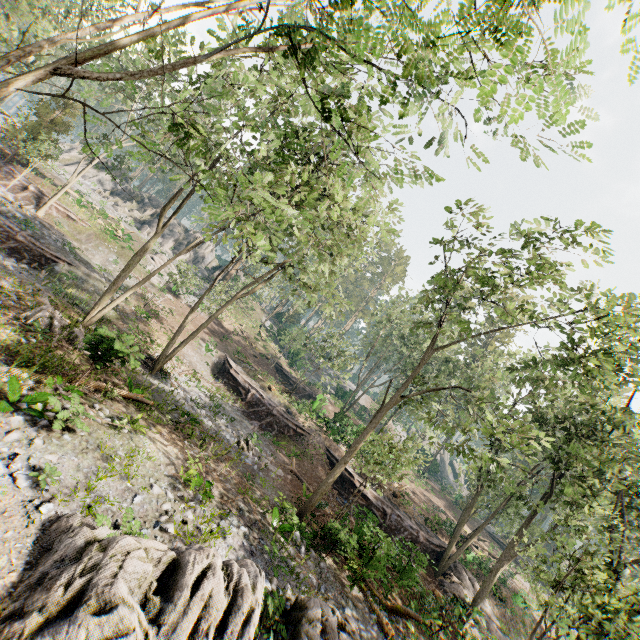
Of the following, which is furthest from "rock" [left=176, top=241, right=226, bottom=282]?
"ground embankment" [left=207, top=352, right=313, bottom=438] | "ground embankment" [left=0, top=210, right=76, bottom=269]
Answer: "ground embankment" [left=0, top=210, right=76, bottom=269]

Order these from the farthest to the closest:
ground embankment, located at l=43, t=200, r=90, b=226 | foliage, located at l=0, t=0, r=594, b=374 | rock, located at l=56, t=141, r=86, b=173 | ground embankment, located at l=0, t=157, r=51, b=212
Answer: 1. rock, located at l=56, t=141, r=86, b=173
2. ground embankment, located at l=43, t=200, r=90, b=226
3. ground embankment, located at l=0, t=157, r=51, b=212
4. foliage, located at l=0, t=0, r=594, b=374

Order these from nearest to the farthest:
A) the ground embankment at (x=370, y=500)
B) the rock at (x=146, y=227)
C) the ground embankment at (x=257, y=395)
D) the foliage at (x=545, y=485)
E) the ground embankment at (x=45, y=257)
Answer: the foliage at (x=545, y=485)
the ground embankment at (x=370, y=500)
the ground embankment at (x=45, y=257)
the ground embankment at (x=257, y=395)
the rock at (x=146, y=227)

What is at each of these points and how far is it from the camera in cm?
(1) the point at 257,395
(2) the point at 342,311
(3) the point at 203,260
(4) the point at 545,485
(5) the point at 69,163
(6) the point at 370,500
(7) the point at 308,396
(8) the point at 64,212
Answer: (1) ground embankment, 2773
(2) foliage, 2534
(3) rock, 5294
(4) foliage, 2189
(5) rock, 4716
(6) ground embankment, 2386
(7) ground embankment, 4053
(8) ground embankment, 2967

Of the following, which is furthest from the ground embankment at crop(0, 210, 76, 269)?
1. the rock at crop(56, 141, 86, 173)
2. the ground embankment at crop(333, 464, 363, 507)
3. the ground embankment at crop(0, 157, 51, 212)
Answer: the rock at crop(56, 141, 86, 173)

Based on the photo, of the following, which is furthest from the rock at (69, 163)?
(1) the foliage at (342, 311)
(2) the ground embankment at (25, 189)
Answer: (2) the ground embankment at (25, 189)

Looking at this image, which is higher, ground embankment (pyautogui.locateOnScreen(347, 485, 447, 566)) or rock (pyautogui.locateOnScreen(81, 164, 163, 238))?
rock (pyautogui.locateOnScreen(81, 164, 163, 238))

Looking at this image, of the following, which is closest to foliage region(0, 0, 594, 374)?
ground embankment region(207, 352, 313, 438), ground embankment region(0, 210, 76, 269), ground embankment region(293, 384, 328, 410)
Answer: ground embankment region(0, 210, 76, 269)
